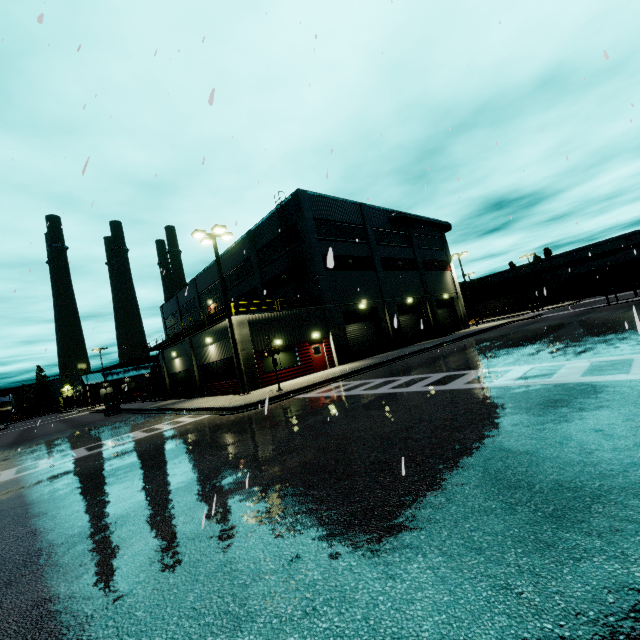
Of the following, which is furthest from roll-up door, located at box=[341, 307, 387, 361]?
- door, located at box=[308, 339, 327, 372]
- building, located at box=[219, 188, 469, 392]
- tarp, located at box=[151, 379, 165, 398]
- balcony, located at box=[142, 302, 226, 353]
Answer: tarp, located at box=[151, 379, 165, 398]

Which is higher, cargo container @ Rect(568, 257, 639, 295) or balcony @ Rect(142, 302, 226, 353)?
balcony @ Rect(142, 302, 226, 353)

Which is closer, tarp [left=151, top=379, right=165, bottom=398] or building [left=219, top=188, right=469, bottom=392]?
building [left=219, top=188, right=469, bottom=392]

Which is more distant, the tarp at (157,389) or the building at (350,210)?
the tarp at (157,389)

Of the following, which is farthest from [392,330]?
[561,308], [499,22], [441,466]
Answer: [561,308]

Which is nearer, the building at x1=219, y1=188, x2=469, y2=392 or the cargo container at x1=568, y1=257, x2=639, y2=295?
the building at x1=219, y1=188, x2=469, y2=392

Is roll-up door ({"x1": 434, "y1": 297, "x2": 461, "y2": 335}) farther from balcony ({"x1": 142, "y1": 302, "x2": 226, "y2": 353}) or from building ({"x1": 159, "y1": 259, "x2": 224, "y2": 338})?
balcony ({"x1": 142, "y1": 302, "x2": 226, "y2": 353})

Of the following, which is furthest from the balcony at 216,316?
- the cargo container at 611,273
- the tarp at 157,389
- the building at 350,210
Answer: the cargo container at 611,273
